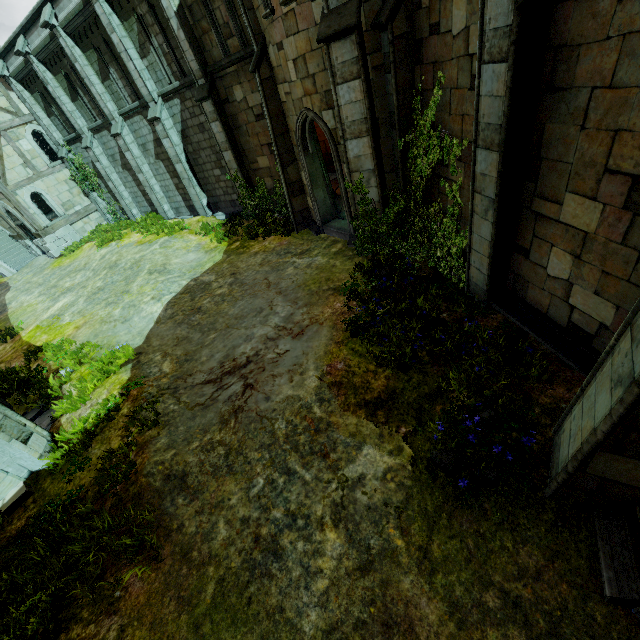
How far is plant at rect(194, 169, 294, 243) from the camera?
13.4 meters

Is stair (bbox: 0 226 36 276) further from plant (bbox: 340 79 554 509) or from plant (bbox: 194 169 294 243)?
plant (bbox: 340 79 554 509)

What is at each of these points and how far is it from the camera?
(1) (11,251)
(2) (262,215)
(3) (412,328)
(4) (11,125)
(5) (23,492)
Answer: (1) stair, 23.6 meters
(2) plant, 14.8 meters
(3) plant, 6.7 meters
(4) building, 19.1 meters
(5) brick, 6.2 meters

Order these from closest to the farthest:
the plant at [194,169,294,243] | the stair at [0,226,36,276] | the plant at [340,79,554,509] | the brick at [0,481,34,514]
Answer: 1. the plant at [340,79,554,509]
2. the brick at [0,481,34,514]
3. the plant at [194,169,294,243]
4. the stair at [0,226,36,276]

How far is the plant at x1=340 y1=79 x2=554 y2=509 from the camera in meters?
4.7 m

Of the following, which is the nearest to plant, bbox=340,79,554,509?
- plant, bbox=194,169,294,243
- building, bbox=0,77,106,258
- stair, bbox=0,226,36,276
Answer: plant, bbox=194,169,294,243

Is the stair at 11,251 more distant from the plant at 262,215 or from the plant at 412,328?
the plant at 412,328

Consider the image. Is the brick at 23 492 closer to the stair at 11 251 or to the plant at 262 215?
the plant at 262 215
